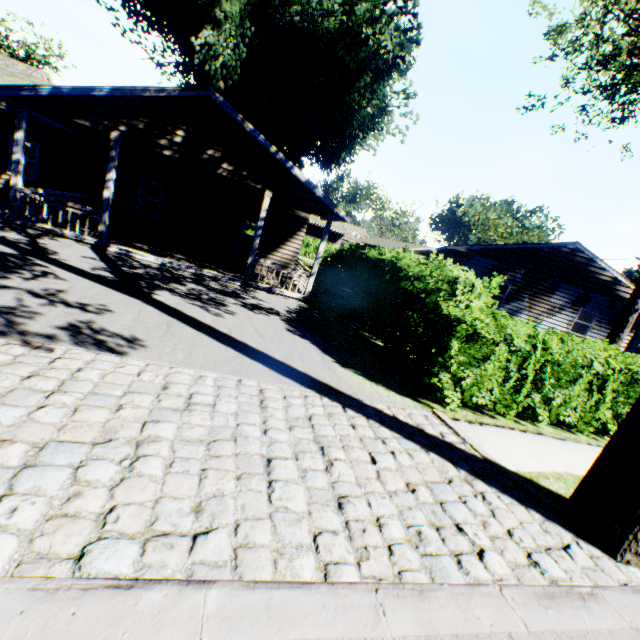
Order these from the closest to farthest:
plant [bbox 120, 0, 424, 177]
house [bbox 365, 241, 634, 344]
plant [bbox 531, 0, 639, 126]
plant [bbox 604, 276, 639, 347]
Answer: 1. plant [bbox 531, 0, 639, 126]
2. plant [bbox 604, 276, 639, 347]
3. plant [bbox 120, 0, 424, 177]
4. house [bbox 365, 241, 634, 344]

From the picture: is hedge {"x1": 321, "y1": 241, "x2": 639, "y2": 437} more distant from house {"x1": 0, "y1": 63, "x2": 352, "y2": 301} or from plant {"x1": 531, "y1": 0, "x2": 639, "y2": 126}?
plant {"x1": 531, "y1": 0, "x2": 639, "y2": 126}

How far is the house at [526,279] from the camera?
18.1 meters

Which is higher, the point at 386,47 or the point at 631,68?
the point at 631,68

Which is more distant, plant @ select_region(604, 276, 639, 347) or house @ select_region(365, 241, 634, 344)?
house @ select_region(365, 241, 634, 344)

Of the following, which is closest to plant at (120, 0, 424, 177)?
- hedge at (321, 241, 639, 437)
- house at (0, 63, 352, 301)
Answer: house at (0, 63, 352, 301)

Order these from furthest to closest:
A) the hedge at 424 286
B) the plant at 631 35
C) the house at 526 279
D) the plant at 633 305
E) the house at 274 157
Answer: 1. the house at 526 279
2. the plant at 633 305
3. the plant at 631 35
4. the house at 274 157
5. the hedge at 424 286

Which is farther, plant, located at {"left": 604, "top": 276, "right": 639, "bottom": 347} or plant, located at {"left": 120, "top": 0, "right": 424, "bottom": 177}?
plant, located at {"left": 120, "top": 0, "right": 424, "bottom": 177}
